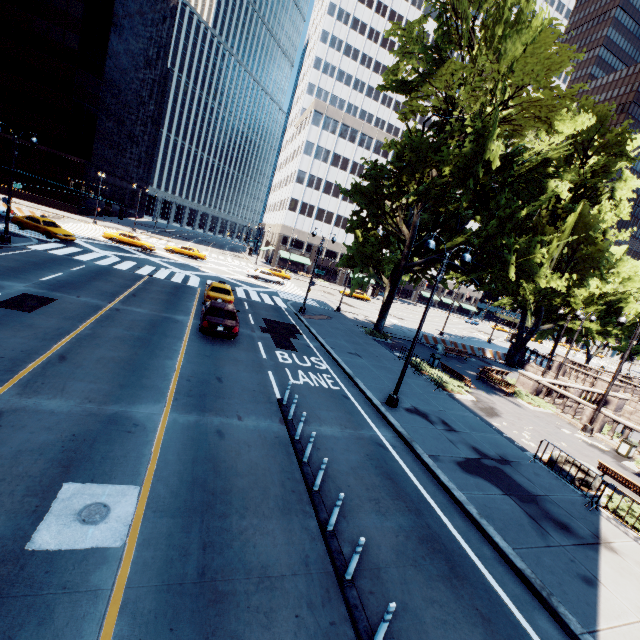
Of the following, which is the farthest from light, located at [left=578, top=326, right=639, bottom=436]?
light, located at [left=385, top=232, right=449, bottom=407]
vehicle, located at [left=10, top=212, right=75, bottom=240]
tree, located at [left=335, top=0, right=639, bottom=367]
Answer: vehicle, located at [left=10, top=212, right=75, bottom=240]

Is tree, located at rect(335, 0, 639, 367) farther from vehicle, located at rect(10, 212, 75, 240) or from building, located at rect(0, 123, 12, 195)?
building, located at rect(0, 123, 12, 195)

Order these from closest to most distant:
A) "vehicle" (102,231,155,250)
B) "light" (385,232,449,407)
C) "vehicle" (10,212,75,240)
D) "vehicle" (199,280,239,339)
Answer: "light" (385,232,449,407), "vehicle" (199,280,239,339), "vehicle" (10,212,75,240), "vehicle" (102,231,155,250)

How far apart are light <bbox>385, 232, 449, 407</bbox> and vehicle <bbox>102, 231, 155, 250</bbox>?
34.0m

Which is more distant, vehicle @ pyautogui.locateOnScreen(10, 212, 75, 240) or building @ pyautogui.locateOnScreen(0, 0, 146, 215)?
building @ pyautogui.locateOnScreen(0, 0, 146, 215)

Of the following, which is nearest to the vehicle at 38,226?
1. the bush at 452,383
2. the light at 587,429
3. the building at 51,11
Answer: the building at 51,11

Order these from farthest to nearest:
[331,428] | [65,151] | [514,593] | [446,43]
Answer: [65,151] < [446,43] < [331,428] < [514,593]

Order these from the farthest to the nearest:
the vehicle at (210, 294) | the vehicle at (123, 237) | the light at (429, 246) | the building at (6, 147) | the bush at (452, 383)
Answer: the building at (6, 147), the vehicle at (123, 237), the bush at (452, 383), the vehicle at (210, 294), the light at (429, 246)
